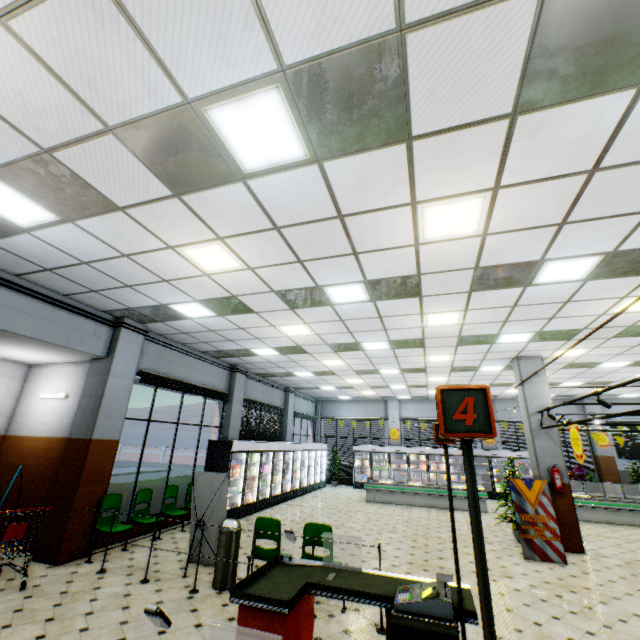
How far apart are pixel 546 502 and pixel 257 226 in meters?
9.1 m

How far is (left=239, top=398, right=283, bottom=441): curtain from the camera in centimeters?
1266cm

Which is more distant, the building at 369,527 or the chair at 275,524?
the building at 369,527

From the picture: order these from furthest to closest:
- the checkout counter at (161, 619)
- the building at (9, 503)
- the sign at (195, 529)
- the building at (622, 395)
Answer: the building at (622, 395), the building at (9, 503), the sign at (195, 529), the checkout counter at (161, 619)

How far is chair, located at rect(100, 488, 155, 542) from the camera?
6.8 meters

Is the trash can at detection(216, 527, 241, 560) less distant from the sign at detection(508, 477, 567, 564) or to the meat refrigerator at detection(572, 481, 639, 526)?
the sign at detection(508, 477, 567, 564)

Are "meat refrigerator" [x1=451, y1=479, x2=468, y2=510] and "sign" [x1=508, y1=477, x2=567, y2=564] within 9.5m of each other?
yes

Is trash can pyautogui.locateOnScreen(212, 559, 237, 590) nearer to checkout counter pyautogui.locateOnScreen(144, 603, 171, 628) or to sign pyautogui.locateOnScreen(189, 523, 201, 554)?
sign pyautogui.locateOnScreen(189, 523, 201, 554)
